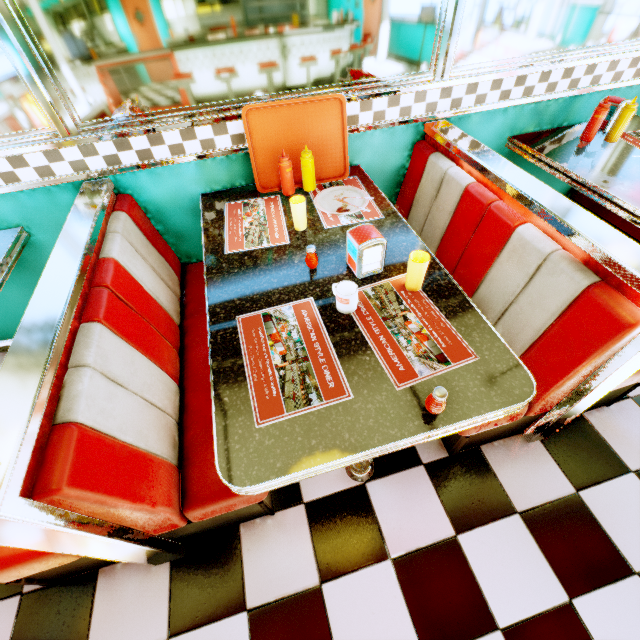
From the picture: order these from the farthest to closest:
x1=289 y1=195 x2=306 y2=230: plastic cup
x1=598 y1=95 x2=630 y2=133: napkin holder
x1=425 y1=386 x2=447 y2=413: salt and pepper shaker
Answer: x1=598 y1=95 x2=630 y2=133: napkin holder, x1=289 y1=195 x2=306 y2=230: plastic cup, x1=425 y1=386 x2=447 y2=413: salt and pepper shaker

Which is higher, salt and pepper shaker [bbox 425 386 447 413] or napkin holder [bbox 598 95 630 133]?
napkin holder [bbox 598 95 630 133]

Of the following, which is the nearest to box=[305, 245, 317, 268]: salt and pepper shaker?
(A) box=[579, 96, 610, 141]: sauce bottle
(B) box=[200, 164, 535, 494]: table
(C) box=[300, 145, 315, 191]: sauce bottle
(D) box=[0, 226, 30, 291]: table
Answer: (B) box=[200, 164, 535, 494]: table

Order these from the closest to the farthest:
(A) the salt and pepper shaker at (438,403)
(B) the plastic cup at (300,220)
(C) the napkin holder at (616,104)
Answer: (A) the salt and pepper shaker at (438,403), (B) the plastic cup at (300,220), (C) the napkin holder at (616,104)

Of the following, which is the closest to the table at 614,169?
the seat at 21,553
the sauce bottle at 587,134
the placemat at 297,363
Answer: the sauce bottle at 587,134

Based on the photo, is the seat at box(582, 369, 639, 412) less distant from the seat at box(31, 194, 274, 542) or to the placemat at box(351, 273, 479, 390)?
the placemat at box(351, 273, 479, 390)

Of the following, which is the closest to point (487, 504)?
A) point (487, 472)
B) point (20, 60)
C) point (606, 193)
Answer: point (487, 472)

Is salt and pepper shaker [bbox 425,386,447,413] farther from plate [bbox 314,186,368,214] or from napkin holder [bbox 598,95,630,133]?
napkin holder [bbox 598,95,630,133]
